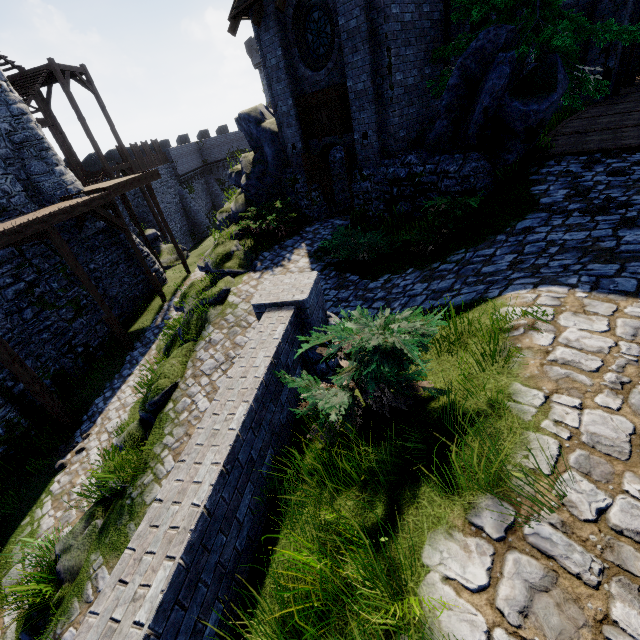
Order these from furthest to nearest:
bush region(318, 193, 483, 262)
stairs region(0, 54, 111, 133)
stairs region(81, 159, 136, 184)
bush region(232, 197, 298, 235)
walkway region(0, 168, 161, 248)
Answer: stairs region(81, 159, 136, 184) → stairs region(0, 54, 111, 133) → bush region(232, 197, 298, 235) → walkway region(0, 168, 161, 248) → bush region(318, 193, 483, 262)

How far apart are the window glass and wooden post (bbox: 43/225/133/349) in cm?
1086

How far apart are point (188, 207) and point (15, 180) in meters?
22.0 m

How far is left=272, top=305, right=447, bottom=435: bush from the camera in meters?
3.0 m

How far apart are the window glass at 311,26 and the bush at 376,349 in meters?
11.1 m

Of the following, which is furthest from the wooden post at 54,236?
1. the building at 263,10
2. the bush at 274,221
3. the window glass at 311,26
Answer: the window glass at 311,26

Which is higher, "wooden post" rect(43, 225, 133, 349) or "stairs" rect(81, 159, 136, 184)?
"stairs" rect(81, 159, 136, 184)

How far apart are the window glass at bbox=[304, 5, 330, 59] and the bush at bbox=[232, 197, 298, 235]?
4.9m
